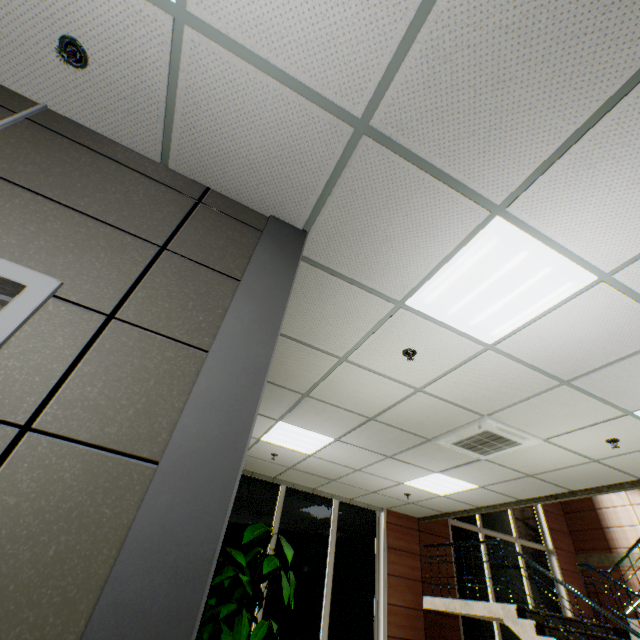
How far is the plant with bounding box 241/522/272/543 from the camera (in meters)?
5.34

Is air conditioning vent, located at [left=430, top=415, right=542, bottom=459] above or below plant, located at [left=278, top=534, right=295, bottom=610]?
above

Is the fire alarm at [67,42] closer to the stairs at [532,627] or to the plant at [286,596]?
the plant at [286,596]

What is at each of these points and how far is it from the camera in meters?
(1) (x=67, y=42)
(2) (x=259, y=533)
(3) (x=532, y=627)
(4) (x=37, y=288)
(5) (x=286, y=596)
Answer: (1) fire alarm, 1.7
(2) plant, 5.4
(3) stairs, 5.2
(4) door, 1.3
(5) plant, 5.1

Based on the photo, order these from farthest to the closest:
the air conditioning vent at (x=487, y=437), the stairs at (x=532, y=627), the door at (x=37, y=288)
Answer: the stairs at (x=532, y=627), the air conditioning vent at (x=487, y=437), the door at (x=37, y=288)

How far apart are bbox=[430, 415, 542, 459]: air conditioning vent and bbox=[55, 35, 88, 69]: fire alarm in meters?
4.7

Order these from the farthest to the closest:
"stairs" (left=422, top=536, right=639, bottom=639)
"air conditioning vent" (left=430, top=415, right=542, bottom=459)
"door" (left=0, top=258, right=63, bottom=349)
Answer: "stairs" (left=422, top=536, right=639, bottom=639) < "air conditioning vent" (left=430, top=415, right=542, bottom=459) < "door" (left=0, top=258, right=63, bottom=349)

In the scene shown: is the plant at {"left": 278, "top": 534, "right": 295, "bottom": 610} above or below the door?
below
